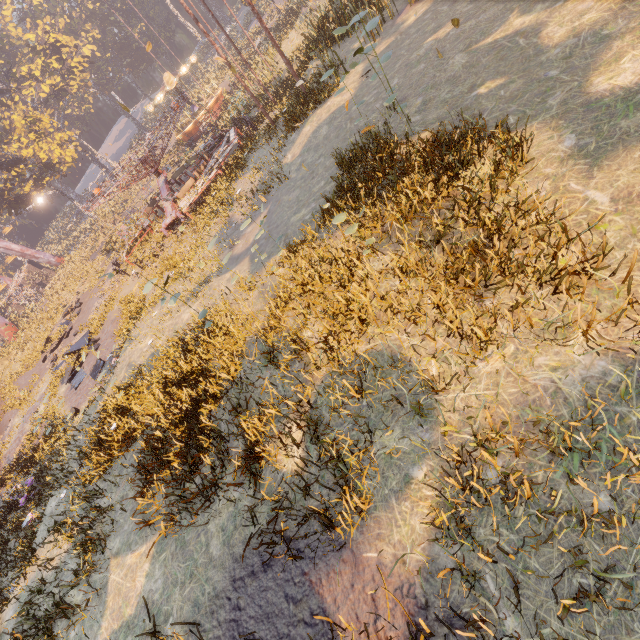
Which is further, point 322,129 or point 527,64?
point 322,129

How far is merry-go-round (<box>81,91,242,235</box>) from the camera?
18.5m

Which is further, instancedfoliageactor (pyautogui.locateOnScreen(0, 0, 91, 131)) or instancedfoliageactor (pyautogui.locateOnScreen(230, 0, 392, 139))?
instancedfoliageactor (pyautogui.locateOnScreen(0, 0, 91, 131))

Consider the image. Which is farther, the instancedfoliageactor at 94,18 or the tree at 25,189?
the instancedfoliageactor at 94,18

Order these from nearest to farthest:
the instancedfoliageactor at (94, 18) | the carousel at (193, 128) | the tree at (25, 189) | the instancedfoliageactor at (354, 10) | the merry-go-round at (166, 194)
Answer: the instancedfoliageactor at (354, 10)
the merry-go-round at (166, 194)
the carousel at (193, 128)
the tree at (25, 189)
the instancedfoliageactor at (94, 18)

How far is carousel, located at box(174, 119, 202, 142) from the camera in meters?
35.3

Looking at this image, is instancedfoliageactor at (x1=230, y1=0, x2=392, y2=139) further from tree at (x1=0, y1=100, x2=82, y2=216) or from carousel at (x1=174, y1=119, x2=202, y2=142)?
tree at (x1=0, y1=100, x2=82, y2=216)

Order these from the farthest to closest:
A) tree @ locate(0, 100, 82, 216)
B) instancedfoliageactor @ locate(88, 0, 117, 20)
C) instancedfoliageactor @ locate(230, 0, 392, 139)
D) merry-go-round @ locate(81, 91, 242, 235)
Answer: instancedfoliageactor @ locate(88, 0, 117, 20) < tree @ locate(0, 100, 82, 216) < merry-go-round @ locate(81, 91, 242, 235) < instancedfoliageactor @ locate(230, 0, 392, 139)
